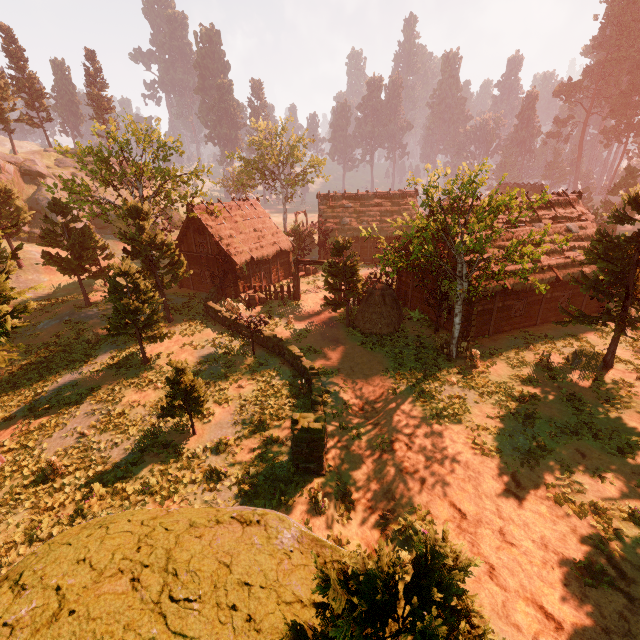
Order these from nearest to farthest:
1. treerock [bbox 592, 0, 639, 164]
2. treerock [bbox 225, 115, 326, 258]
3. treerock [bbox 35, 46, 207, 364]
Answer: treerock [bbox 35, 46, 207, 364] → treerock [bbox 225, 115, 326, 258] → treerock [bbox 592, 0, 639, 164]

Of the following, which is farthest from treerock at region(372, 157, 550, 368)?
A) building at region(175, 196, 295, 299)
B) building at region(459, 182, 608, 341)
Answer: building at region(175, 196, 295, 299)

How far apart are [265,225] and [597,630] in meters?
32.0

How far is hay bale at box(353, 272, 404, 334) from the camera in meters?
21.3

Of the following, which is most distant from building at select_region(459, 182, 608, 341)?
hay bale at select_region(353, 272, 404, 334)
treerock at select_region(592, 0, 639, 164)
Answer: hay bale at select_region(353, 272, 404, 334)

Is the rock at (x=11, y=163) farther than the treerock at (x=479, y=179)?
Yes

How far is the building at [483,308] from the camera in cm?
1945

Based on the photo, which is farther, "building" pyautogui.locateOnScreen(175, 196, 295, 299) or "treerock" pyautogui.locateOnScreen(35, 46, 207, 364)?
"building" pyautogui.locateOnScreen(175, 196, 295, 299)
